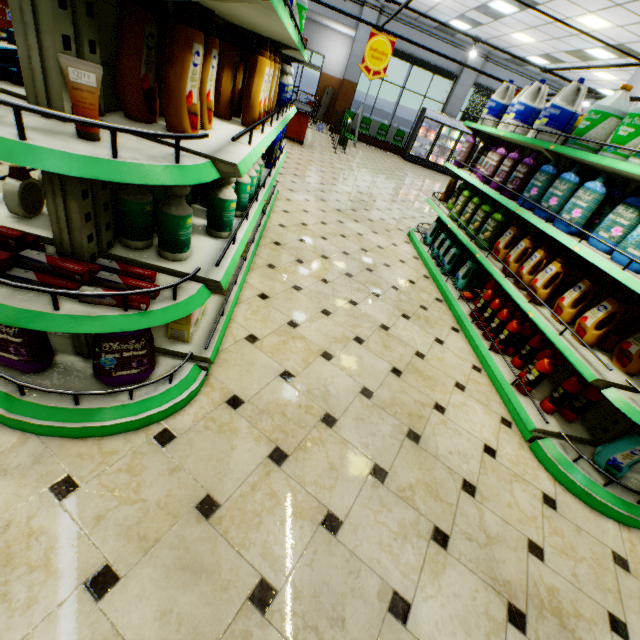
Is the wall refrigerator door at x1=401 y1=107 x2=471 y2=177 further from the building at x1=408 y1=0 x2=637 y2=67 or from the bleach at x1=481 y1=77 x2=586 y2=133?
the bleach at x1=481 y1=77 x2=586 y2=133

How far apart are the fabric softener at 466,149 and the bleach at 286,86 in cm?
267

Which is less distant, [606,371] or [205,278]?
[205,278]

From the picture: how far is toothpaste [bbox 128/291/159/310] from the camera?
1.3 meters

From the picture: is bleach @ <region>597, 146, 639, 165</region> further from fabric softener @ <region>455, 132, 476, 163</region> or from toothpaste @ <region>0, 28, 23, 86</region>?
toothpaste @ <region>0, 28, 23, 86</region>

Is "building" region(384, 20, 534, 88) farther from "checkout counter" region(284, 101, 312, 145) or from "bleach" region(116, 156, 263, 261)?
"bleach" region(116, 156, 263, 261)

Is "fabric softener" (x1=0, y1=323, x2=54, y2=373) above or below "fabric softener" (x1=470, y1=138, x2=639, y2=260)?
below

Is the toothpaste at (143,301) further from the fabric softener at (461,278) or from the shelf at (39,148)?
the fabric softener at (461,278)
